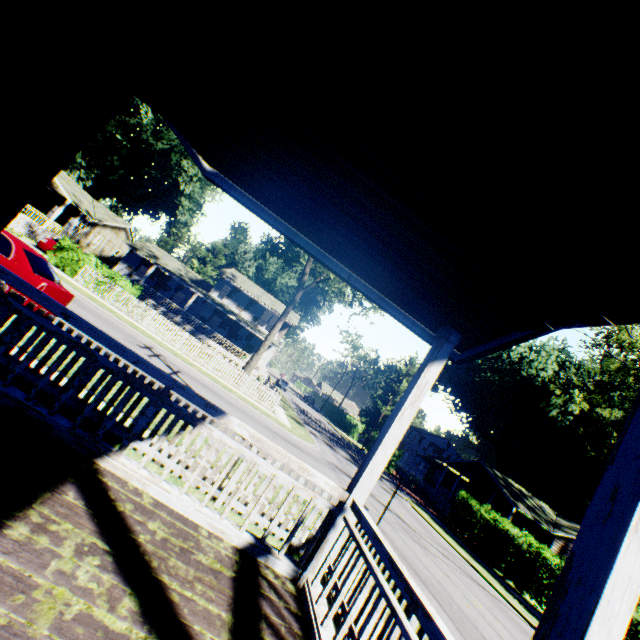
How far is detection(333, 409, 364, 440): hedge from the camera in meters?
49.8

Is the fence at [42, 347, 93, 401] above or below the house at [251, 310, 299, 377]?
below

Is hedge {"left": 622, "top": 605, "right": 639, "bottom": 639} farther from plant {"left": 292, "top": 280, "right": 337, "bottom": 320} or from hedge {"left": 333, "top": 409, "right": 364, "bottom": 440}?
plant {"left": 292, "top": 280, "right": 337, "bottom": 320}

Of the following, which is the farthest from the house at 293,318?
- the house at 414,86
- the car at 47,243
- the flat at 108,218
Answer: the house at 414,86

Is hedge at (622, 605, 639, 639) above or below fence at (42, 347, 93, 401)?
above

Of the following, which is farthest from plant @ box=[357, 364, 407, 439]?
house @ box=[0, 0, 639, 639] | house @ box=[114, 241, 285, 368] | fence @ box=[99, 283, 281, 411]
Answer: house @ box=[0, 0, 639, 639]

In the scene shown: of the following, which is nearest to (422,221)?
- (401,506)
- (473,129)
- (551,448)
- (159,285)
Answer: (473,129)

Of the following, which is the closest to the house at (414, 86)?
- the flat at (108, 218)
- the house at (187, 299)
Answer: the flat at (108, 218)
